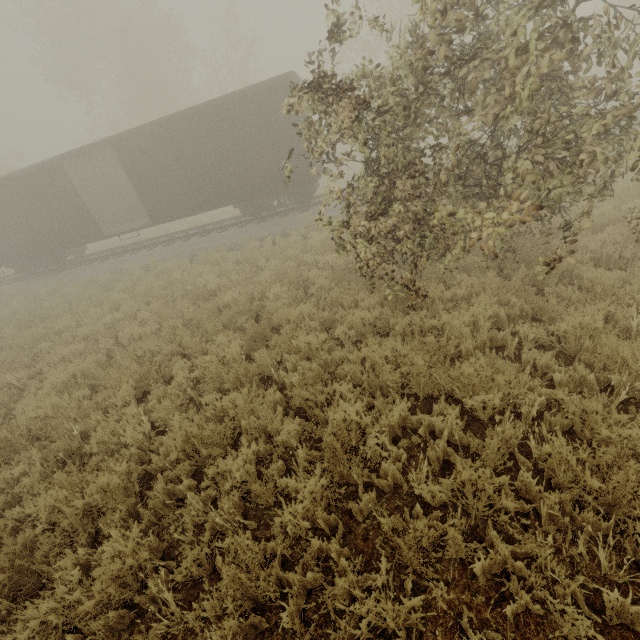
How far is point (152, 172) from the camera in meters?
13.7
